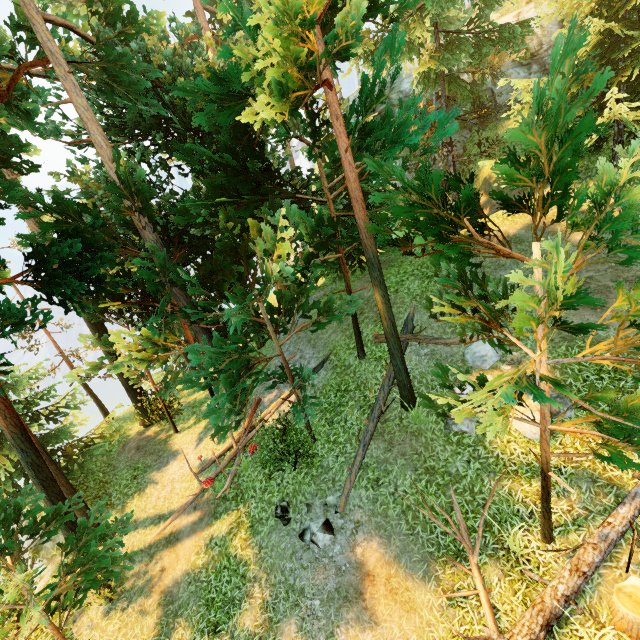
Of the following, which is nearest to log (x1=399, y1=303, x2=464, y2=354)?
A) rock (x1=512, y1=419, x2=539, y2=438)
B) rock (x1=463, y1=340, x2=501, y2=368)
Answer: rock (x1=463, y1=340, x2=501, y2=368)

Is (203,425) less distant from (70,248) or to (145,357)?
(145,357)

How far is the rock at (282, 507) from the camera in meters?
9.1

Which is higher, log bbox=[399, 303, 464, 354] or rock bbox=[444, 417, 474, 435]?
log bbox=[399, 303, 464, 354]

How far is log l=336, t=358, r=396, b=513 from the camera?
8.8 meters

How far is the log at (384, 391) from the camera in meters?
8.8 m

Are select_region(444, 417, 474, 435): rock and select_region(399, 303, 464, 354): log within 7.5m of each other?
yes

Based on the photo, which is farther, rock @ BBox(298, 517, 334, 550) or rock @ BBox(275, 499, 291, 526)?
rock @ BBox(275, 499, 291, 526)
